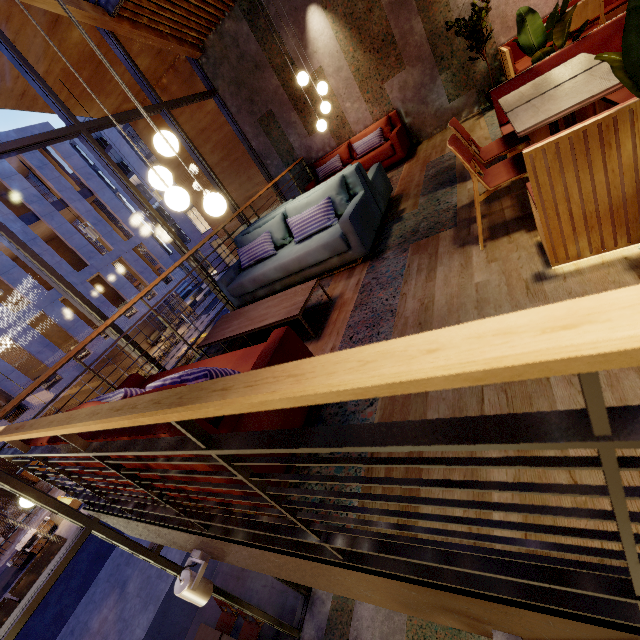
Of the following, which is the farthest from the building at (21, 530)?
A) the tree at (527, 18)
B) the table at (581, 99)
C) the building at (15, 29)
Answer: the tree at (527, 18)

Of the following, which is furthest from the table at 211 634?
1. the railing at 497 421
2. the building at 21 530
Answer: the building at 21 530

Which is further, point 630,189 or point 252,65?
point 252,65

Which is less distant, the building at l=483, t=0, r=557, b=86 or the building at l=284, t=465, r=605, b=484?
the building at l=284, t=465, r=605, b=484

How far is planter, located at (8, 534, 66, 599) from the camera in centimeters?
1199cm

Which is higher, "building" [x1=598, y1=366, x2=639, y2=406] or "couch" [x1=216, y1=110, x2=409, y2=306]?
"couch" [x1=216, y1=110, x2=409, y2=306]

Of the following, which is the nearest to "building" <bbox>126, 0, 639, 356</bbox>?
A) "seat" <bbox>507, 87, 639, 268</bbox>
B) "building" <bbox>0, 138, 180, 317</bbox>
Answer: "seat" <bbox>507, 87, 639, 268</bbox>

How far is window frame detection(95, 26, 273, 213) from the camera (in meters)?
5.96
